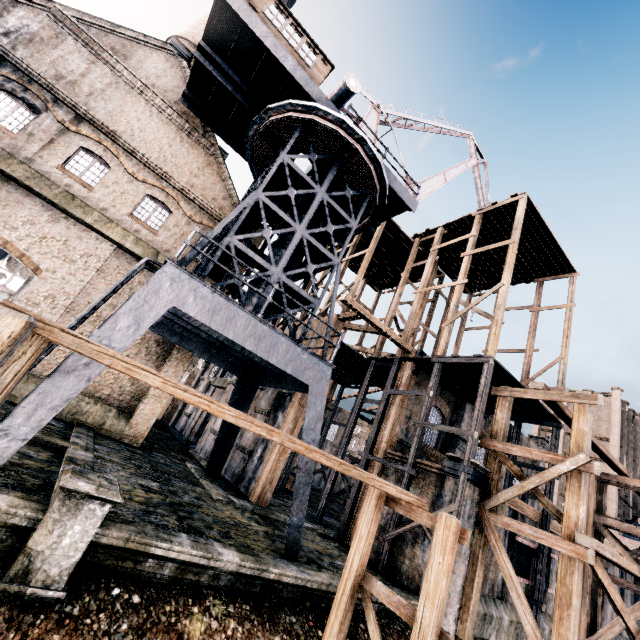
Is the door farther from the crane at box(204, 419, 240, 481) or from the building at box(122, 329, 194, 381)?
the crane at box(204, 419, 240, 481)

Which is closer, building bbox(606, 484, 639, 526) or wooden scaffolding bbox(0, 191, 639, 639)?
wooden scaffolding bbox(0, 191, 639, 639)

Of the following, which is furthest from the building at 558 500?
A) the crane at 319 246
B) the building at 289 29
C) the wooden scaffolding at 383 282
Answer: the building at 289 29

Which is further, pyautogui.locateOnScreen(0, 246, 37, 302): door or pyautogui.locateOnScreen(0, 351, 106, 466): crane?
pyautogui.locateOnScreen(0, 246, 37, 302): door

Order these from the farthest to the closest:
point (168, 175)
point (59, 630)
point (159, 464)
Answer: point (168, 175)
point (159, 464)
point (59, 630)

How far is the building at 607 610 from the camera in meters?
21.8 m

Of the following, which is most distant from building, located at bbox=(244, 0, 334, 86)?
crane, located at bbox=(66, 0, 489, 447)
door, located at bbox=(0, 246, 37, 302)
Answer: door, located at bbox=(0, 246, 37, 302)

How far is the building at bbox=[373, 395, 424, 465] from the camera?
18.25m
